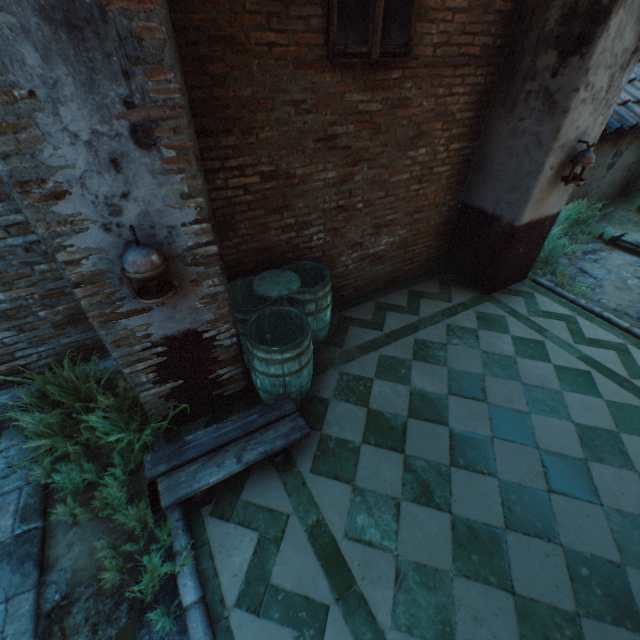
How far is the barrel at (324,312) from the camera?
3.0 meters

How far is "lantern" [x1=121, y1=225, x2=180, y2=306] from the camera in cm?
199

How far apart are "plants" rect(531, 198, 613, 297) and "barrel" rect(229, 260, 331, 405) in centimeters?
382cm

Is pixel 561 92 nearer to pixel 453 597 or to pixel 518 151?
pixel 518 151

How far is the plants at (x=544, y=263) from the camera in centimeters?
544cm

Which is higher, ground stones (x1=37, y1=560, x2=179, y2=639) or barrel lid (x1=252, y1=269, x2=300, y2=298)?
barrel lid (x1=252, y1=269, x2=300, y2=298)

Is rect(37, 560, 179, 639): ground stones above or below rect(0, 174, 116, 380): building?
below

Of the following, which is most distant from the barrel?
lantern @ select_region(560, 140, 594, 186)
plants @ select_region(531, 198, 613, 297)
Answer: plants @ select_region(531, 198, 613, 297)
